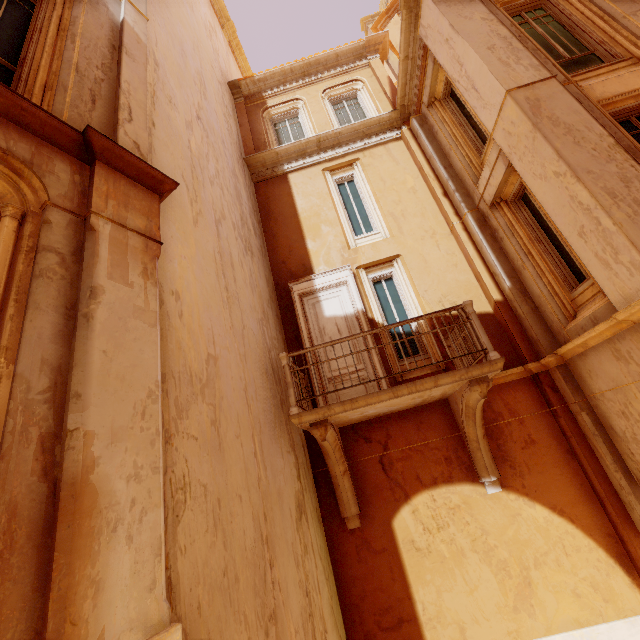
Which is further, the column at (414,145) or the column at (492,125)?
the column at (414,145)

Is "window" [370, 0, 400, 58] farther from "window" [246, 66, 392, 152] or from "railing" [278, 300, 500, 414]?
"railing" [278, 300, 500, 414]

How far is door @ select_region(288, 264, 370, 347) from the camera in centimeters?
772cm

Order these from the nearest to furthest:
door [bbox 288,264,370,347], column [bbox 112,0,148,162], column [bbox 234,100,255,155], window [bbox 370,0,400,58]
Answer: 1. column [bbox 112,0,148,162]
2. door [bbox 288,264,370,347]
3. column [bbox 234,100,255,155]
4. window [bbox 370,0,400,58]

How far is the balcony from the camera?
5.13m

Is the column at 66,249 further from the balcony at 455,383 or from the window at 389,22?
the window at 389,22

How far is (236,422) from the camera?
4.20m

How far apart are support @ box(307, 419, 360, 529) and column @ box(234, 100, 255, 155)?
8.56m
